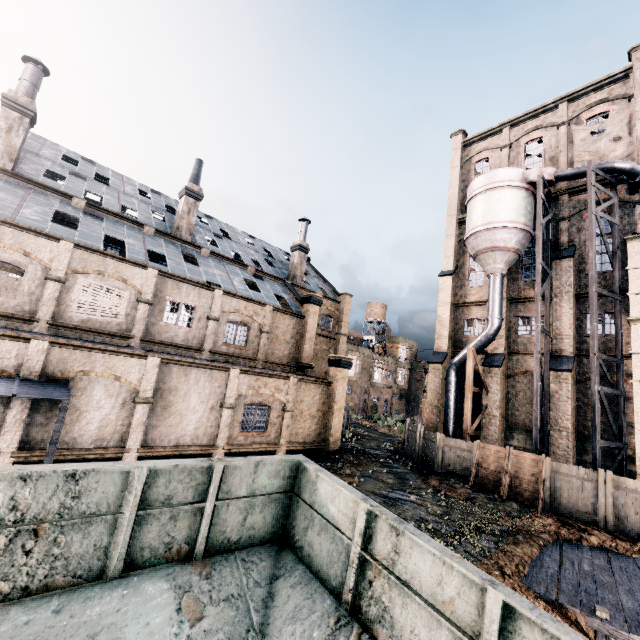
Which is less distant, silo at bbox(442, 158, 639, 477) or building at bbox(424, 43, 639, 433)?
silo at bbox(442, 158, 639, 477)

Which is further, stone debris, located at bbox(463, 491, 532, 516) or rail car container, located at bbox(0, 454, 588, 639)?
stone debris, located at bbox(463, 491, 532, 516)

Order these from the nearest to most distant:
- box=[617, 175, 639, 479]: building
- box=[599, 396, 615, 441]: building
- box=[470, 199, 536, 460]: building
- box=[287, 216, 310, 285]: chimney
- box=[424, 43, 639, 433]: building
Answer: box=[617, 175, 639, 479]: building
box=[599, 396, 615, 441]: building
box=[470, 199, 536, 460]: building
box=[424, 43, 639, 433]: building
box=[287, 216, 310, 285]: chimney

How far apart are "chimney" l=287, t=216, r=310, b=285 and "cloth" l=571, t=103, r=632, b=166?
24.2 meters

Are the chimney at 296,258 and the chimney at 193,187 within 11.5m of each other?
yes

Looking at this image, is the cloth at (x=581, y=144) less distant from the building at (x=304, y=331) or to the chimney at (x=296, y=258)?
the building at (x=304, y=331)

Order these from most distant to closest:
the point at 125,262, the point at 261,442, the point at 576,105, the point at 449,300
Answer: the point at 449,300 → the point at 576,105 → the point at 261,442 → the point at 125,262

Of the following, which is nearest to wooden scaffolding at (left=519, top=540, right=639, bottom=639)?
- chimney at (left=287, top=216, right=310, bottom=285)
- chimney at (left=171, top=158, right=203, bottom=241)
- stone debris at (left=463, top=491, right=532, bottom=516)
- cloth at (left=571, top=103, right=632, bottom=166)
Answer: stone debris at (left=463, top=491, right=532, bottom=516)
